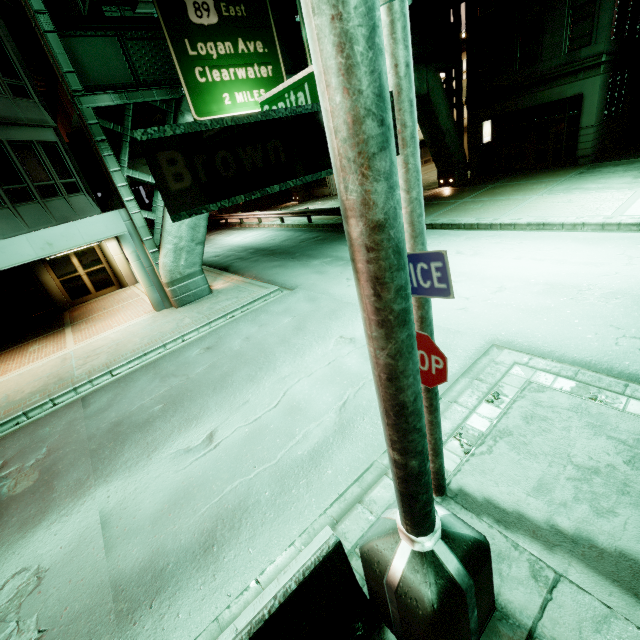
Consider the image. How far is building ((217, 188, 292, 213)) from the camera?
35.4 meters

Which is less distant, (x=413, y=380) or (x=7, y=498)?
(x=413, y=380)

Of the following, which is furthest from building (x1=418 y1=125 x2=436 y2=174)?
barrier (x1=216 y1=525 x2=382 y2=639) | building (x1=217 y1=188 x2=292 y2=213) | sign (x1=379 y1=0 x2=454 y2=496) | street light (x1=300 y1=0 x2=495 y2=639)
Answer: barrier (x1=216 y1=525 x2=382 y2=639)

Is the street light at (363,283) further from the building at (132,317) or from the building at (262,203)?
the building at (262,203)

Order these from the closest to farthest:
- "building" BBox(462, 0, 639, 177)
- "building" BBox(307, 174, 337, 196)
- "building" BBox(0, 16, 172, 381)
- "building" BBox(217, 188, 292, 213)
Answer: "building" BBox(0, 16, 172, 381), "building" BBox(462, 0, 639, 177), "building" BBox(307, 174, 337, 196), "building" BBox(217, 188, 292, 213)

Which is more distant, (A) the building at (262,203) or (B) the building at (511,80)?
(A) the building at (262,203)

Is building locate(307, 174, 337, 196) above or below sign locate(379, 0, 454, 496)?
below

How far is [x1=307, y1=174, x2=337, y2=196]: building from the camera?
32.6m
